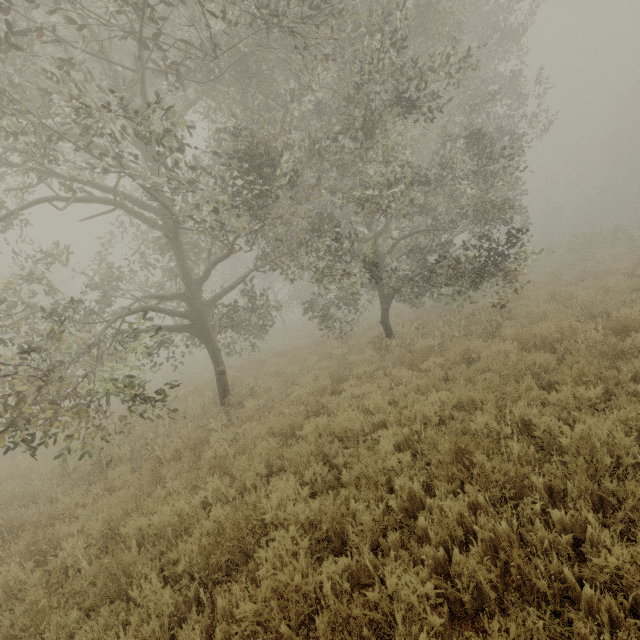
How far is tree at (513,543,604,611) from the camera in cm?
234

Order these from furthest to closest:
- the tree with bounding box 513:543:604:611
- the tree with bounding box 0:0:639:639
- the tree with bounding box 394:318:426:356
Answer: the tree with bounding box 394:318:426:356
the tree with bounding box 0:0:639:639
the tree with bounding box 513:543:604:611

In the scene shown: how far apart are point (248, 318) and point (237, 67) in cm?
723

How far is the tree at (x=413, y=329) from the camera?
9.62m

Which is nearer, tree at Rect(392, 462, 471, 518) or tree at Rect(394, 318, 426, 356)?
tree at Rect(392, 462, 471, 518)

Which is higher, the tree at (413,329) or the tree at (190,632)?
the tree at (413,329)
